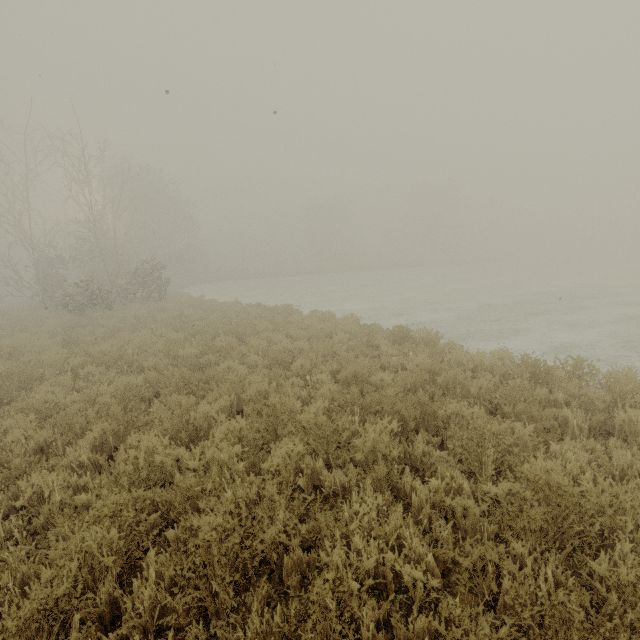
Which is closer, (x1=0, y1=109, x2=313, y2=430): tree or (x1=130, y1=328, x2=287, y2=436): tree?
(x1=130, y1=328, x2=287, y2=436): tree

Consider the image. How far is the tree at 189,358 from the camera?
5.1m

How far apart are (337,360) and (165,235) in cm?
5165

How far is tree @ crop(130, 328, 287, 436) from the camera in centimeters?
514cm

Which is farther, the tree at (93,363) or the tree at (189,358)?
the tree at (93,363)
